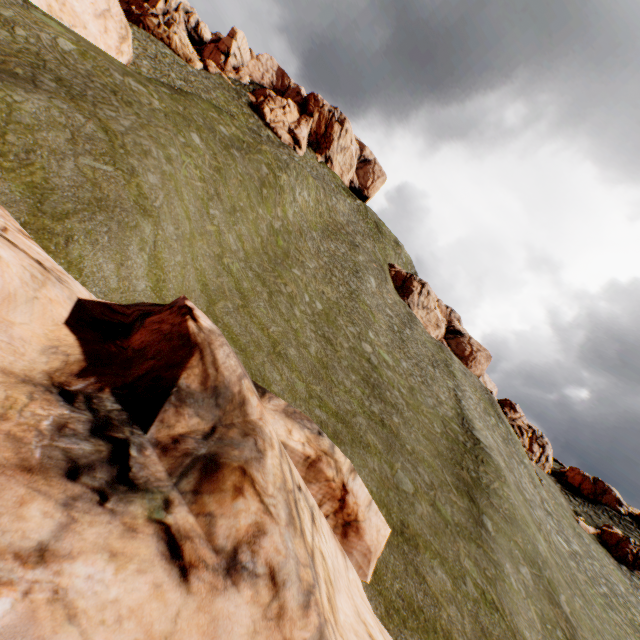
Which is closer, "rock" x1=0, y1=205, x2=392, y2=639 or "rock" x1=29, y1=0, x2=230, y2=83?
"rock" x1=0, y1=205, x2=392, y2=639

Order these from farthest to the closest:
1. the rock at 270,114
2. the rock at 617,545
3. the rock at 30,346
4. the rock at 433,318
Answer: the rock at 270,114 → the rock at 433,318 → the rock at 617,545 → the rock at 30,346

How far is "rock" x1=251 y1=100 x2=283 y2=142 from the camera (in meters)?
58.34

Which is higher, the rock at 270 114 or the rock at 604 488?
the rock at 270 114

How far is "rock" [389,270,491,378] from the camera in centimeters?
5412cm

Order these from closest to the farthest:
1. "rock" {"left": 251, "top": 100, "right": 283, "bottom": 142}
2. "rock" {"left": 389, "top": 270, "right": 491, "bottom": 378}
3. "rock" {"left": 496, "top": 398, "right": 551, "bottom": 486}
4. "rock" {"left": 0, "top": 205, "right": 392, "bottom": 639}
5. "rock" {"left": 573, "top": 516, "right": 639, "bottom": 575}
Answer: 1. "rock" {"left": 0, "top": 205, "right": 392, "bottom": 639}
2. "rock" {"left": 573, "top": 516, "right": 639, "bottom": 575}
3. "rock" {"left": 496, "top": 398, "right": 551, "bottom": 486}
4. "rock" {"left": 389, "top": 270, "right": 491, "bottom": 378}
5. "rock" {"left": 251, "top": 100, "right": 283, "bottom": 142}

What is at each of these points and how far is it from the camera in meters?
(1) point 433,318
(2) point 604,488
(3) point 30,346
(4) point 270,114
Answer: (1) rock, 56.6
(2) rock, 49.7
(3) rock, 6.7
(4) rock, 59.2
